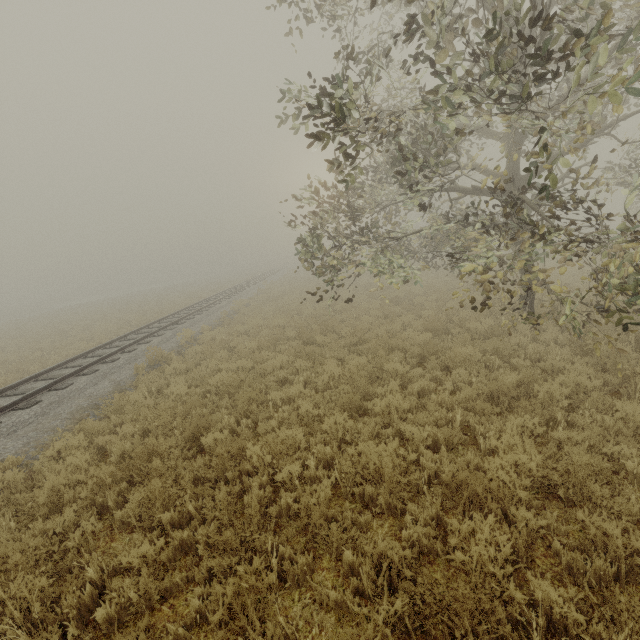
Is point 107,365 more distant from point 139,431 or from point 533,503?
point 533,503
